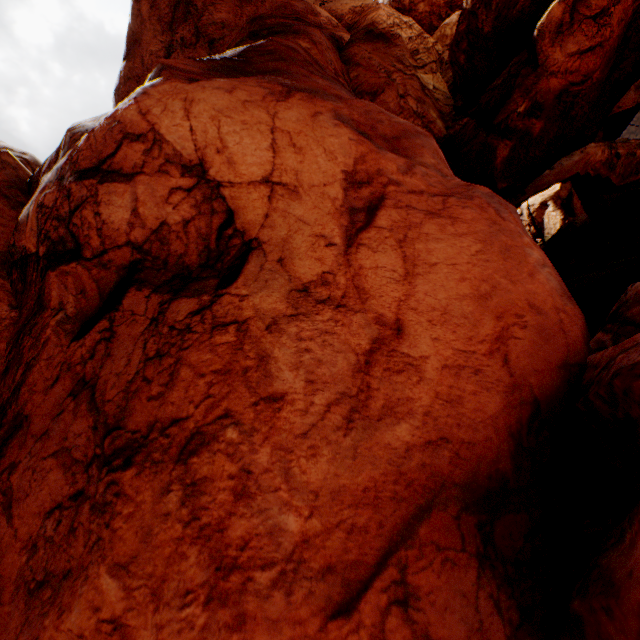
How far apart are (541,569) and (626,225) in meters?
23.0
